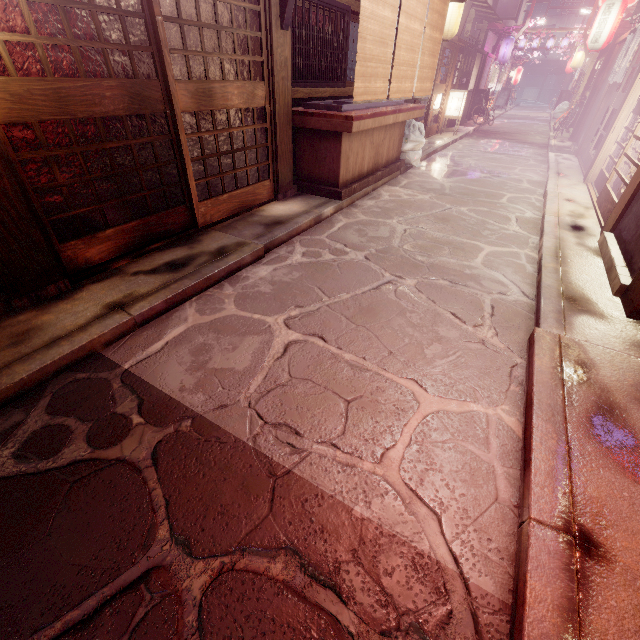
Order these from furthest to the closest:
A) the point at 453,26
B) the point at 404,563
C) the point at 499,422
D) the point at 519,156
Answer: the point at 519,156 < the point at 453,26 < the point at 499,422 < the point at 404,563

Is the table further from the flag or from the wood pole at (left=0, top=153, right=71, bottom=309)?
the flag

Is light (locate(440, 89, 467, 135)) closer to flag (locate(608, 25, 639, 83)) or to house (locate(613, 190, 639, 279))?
flag (locate(608, 25, 639, 83))

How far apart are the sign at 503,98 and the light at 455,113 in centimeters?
3138cm

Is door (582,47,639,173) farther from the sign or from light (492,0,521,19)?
the sign

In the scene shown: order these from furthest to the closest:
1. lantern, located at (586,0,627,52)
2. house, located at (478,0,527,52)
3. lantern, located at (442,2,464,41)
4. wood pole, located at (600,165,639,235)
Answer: house, located at (478,0,527,52)
lantern, located at (586,0,627,52)
lantern, located at (442,2,464,41)
wood pole, located at (600,165,639,235)

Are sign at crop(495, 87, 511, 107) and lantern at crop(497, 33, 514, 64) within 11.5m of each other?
no

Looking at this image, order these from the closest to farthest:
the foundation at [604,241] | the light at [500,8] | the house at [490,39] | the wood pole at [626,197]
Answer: the foundation at [604,241], the wood pole at [626,197], the light at [500,8], the house at [490,39]
